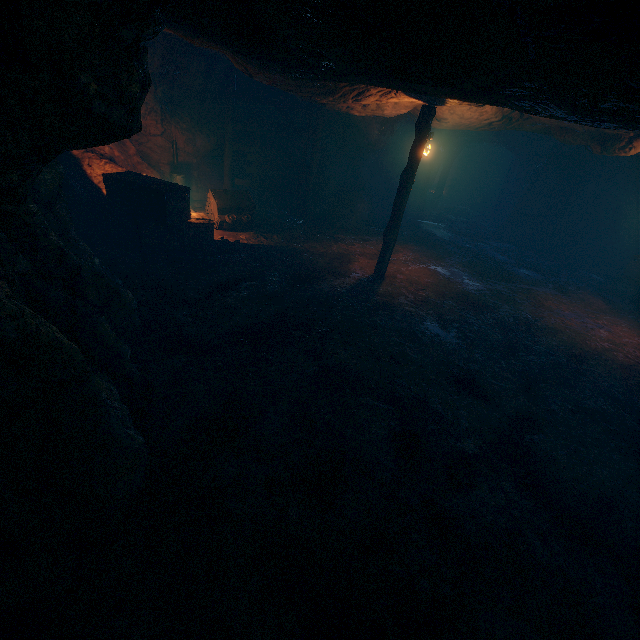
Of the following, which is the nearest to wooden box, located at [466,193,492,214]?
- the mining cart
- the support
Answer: the support

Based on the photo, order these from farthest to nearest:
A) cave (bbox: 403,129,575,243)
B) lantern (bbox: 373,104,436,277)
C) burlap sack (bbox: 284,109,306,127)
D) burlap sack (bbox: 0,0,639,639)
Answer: cave (bbox: 403,129,575,243)
burlap sack (bbox: 284,109,306,127)
lantern (bbox: 373,104,436,277)
burlap sack (bbox: 0,0,639,639)

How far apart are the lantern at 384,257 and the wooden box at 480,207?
16.97m

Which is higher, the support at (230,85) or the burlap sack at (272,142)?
the support at (230,85)

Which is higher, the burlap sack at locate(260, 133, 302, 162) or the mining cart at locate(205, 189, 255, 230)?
the burlap sack at locate(260, 133, 302, 162)

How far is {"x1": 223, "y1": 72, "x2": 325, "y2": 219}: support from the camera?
12.1m

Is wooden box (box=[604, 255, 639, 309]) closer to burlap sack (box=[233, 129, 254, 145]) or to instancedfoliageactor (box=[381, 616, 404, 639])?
burlap sack (box=[233, 129, 254, 145])

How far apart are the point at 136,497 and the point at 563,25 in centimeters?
577cm
